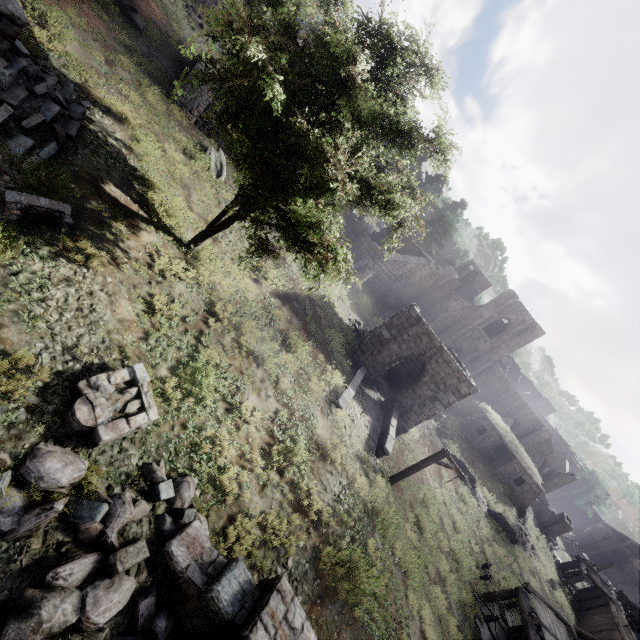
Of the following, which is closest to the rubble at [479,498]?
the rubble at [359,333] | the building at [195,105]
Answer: the rubble at [359,333]

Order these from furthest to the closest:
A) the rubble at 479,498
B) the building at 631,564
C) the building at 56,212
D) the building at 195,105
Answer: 1. the building at 631,564
2. the rubble at 479,498
3. the building at 195,105
4. the building at 56,212

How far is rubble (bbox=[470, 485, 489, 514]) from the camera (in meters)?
24.36

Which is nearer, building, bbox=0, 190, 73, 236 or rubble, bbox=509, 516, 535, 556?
building, bbox=0, 190, 73, 236

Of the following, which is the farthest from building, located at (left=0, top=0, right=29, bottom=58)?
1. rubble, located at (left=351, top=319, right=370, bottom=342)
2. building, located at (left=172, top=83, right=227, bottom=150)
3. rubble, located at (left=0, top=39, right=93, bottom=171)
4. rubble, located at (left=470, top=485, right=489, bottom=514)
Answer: rubble, located at (left=470, top=485, right=489, bottom=514)

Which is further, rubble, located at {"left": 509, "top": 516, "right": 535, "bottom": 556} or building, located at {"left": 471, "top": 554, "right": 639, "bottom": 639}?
rubble, located at {"left": 509, "top": 516, "right": 535, "bottom": 556}

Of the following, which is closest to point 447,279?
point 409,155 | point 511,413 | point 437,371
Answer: point 511,413

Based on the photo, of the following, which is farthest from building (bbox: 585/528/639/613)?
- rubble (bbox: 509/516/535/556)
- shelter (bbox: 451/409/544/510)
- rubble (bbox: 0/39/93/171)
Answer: rubble (bbox: 0/39/93/171)
